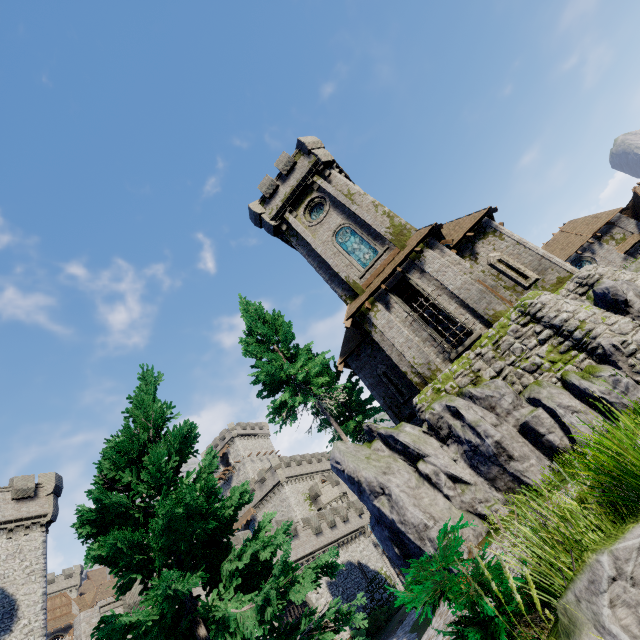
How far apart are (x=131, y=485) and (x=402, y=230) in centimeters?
1688cm

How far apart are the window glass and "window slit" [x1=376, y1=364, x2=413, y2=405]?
5.9 meters

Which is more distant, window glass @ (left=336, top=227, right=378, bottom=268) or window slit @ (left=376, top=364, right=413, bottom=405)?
window glass @ (left=336, top=227, right=378, bottom=268)

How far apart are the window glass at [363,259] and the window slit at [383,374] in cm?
587

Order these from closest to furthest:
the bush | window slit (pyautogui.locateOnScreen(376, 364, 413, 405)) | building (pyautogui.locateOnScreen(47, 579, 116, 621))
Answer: the bush < window slit (pyautogui.locateOnScreen(376, 364, 413, 405)) < building (pyautogui.locateOnScreen(47, 579, 116, 621))

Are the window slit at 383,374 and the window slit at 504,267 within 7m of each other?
no

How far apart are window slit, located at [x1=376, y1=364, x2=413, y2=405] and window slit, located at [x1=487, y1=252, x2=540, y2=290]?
8.0m

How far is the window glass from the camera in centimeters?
1919cm
